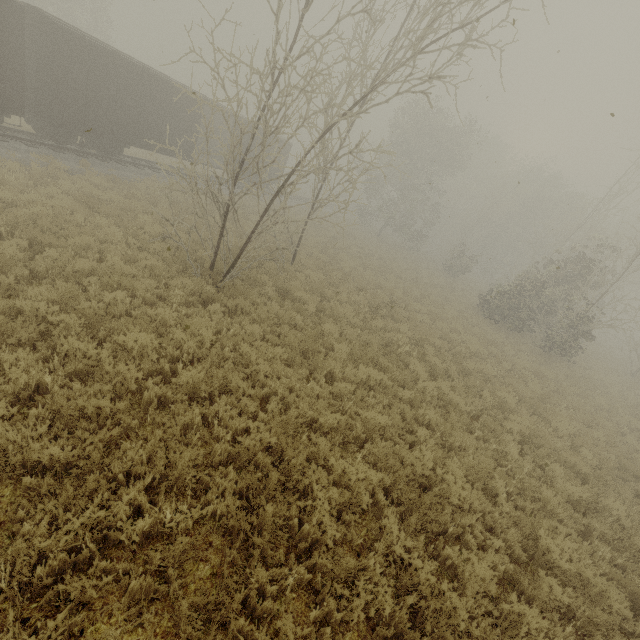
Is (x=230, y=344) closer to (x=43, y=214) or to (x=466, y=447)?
(x=466, y=447)

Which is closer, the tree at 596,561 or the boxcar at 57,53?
the tree at 596,561

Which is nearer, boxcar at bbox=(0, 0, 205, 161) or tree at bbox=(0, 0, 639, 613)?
tree at bbox=(0, 0, 639, 613)
